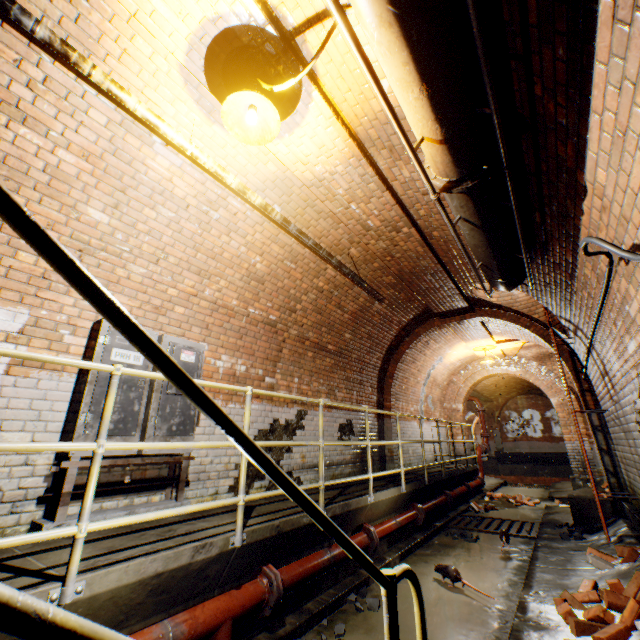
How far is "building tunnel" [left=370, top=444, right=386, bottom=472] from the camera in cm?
775

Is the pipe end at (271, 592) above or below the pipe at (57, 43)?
below

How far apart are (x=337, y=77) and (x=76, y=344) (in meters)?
3.61

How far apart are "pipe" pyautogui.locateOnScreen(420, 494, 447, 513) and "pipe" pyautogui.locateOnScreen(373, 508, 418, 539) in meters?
0.2

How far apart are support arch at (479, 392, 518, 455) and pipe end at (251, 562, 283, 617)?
24.9m

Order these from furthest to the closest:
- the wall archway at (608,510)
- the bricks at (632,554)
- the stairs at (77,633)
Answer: the wall archway at (608,510), the bricks at (632,554), the stairs at (77,633)

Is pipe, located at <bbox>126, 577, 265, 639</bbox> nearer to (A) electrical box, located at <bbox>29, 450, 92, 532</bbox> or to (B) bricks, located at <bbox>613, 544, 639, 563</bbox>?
(A) electrical box, located at <bbox>29, 450, 92, 532</bbox>

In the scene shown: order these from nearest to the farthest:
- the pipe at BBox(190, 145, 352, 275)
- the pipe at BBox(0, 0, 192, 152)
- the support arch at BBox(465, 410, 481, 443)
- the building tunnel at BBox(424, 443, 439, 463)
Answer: the pipe at BBox(0, 0, 192, 152) < the pipe at BBox(190, 145, 352, 275) < the building tunnel at BBox(424, 443, 439, 463) < the support arch at BBox(465, 410, 481, 443)
